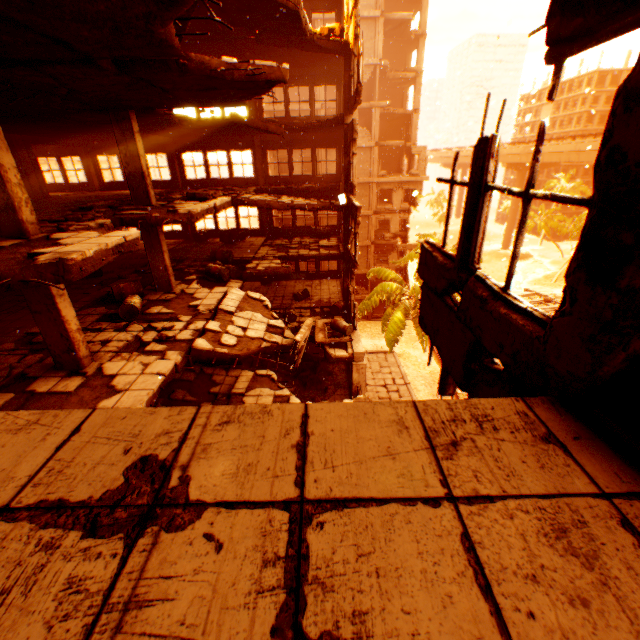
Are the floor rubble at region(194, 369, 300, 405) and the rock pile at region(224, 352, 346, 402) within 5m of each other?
yes

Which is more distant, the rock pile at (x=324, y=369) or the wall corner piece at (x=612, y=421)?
the rock pile at (x=324, y=369)

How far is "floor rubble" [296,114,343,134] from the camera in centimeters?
1398cm

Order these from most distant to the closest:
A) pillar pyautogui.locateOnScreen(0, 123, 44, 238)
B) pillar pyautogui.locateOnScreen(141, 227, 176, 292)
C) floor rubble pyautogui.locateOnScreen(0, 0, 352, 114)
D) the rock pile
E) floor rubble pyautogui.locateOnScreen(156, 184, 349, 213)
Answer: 1. the rock pile
2. floor rubble pyautogui.locateOnScreen(156, 184, 349, 213)
3. pillar pyautogui.locateOnScreen(141, 227, 176, 292)
4. pillar pyautogui.locateOnScreen(0, 123, 44, 238)
5. floor rubble pyautogui.locateOnScreen(0, 0, 352, 114)

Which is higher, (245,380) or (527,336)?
Answer: (527,336)

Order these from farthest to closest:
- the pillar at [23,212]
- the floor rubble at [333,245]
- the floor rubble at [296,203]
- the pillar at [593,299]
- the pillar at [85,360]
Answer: the floor rubble at [333,245], the floor rubble at [296,203], the pillar at [85,360], the pillar at [23,212], the pillar at [593,299]

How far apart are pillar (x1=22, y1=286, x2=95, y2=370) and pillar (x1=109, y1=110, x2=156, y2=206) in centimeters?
461cm

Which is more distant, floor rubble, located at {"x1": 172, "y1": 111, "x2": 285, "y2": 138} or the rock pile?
the rock pile
